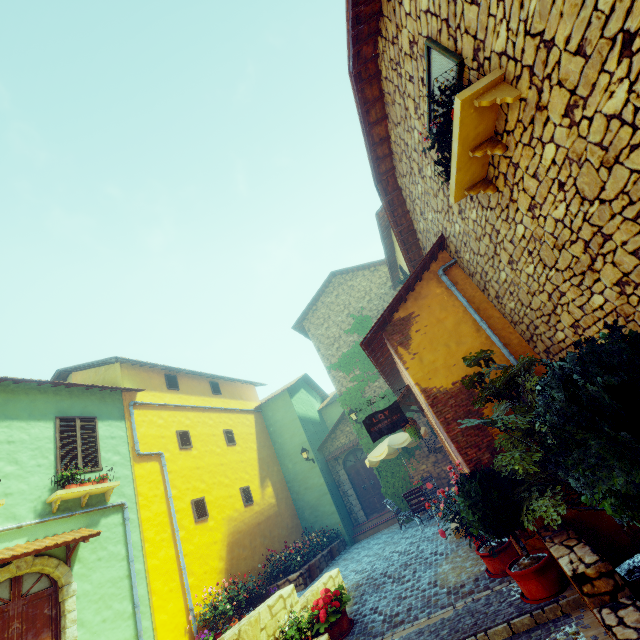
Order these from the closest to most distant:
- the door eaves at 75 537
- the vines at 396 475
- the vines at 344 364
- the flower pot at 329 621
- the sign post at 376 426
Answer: the flower pot at 329 621
the door eaves at 75 537
the sign post at 376 426
the vines at 396 475
the vines at 344 364

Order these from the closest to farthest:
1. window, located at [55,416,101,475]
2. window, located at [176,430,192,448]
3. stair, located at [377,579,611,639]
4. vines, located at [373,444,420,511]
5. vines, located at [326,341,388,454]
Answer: stair, located at [377,579,611,639] → window, located at [55,416,101,475] → window, located at [176,430,192,448] → vines, located at [373,444,420,511] → vines, located at [326,341,388,454]

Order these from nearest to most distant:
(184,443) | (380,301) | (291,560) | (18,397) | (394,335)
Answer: (394,335) → (18,397) → (291,560) → (184,443) → (380,301)

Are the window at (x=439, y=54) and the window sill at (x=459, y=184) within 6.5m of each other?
yes

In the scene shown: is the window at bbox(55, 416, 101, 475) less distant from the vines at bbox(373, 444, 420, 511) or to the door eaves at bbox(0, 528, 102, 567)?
the door eaves at bbox(0, 528, 102, 567)

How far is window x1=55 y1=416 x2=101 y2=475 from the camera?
8.7m

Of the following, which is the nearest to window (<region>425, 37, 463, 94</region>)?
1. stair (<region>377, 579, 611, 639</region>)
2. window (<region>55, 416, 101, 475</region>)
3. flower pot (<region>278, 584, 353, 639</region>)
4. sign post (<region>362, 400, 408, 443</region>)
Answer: sign post (<region>362, 400, 408, 443</region>)

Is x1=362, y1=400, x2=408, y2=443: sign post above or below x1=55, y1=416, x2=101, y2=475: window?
below
